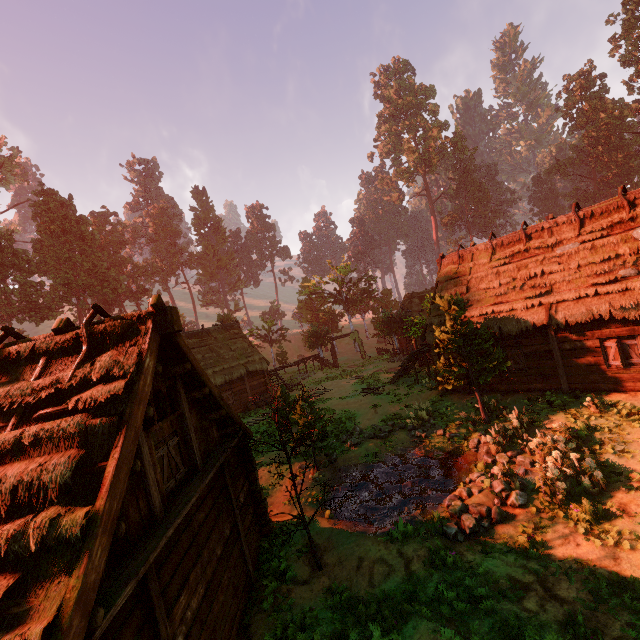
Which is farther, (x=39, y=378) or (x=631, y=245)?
(x=631, y=245)

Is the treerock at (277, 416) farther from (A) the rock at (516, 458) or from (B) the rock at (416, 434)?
(B) the rock at (416, 434)

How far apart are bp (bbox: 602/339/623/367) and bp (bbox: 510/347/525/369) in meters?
3.0

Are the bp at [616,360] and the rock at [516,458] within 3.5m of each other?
no

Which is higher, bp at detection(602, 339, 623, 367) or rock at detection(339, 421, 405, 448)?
bp at detection(602, 339, 623, 367)

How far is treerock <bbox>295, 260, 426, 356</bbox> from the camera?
34.06m

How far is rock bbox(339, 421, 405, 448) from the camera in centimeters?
1638cm

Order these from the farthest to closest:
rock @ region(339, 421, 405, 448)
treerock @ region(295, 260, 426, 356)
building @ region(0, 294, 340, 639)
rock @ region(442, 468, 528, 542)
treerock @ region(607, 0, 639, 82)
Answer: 1. treerock @ region(607, 0, 639, 82)
2. treerock @ region(295, 260, 426, 356)
3. rock @ region(339, 421, 405, 448)
4. rock @ region(442, 468, 528, 542)
5. building @ region(0, 294, 340, 639)
